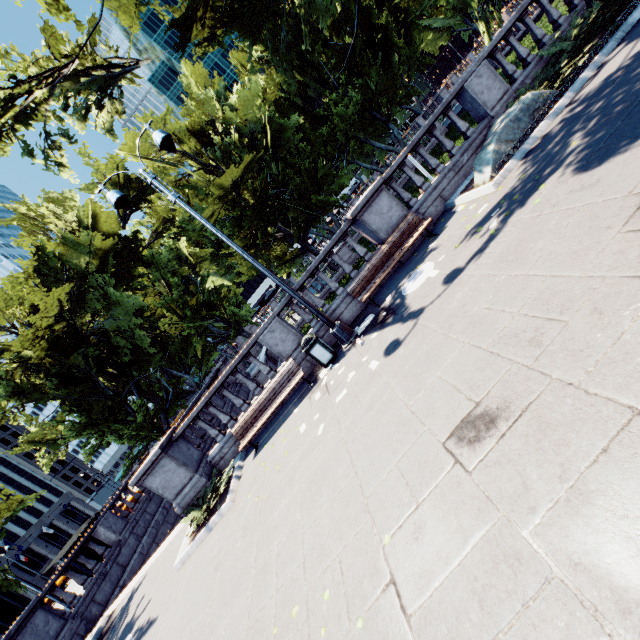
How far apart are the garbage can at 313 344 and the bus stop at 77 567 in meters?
19.4 m

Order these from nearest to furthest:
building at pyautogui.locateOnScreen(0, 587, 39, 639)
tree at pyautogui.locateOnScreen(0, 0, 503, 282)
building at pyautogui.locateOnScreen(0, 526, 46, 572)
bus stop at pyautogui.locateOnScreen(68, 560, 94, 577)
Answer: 1. tree at pyautogui.locateOnScreen(0, 0, 503, 282)
2. bus stop at pyautogui.locateOnScreen(68, 560, 94, 577)
3. building at pyautogui.locateOnScreen(0, 587, 39, 639)
4. building at pyautogui.locateOnScreen(0, 526, 46, 572)

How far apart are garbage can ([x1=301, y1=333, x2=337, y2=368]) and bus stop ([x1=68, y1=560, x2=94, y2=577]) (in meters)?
19.42

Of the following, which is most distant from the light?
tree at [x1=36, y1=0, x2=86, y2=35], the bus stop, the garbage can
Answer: the bus stop

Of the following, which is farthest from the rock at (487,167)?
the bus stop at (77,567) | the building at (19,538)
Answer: the building at (19,538)

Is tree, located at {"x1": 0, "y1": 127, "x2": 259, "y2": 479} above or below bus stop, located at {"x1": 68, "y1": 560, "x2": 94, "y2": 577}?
above

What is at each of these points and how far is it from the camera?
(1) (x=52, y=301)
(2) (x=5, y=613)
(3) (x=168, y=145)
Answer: (1) tree, 15.0 meters
(2) building, 34.3 meters
(3) light, 7.9 meters

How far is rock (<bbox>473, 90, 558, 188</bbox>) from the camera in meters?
8.1
